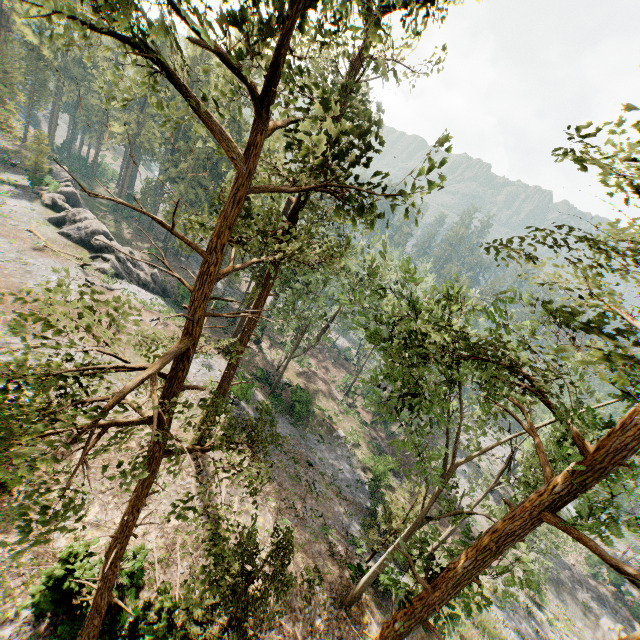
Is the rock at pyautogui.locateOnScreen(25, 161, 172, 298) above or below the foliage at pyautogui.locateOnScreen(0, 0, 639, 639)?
below

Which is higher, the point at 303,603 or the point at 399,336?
the point at 399,336

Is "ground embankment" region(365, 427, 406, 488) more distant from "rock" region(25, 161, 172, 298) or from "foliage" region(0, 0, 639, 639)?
"rock" region(25, 161, 172, 298)

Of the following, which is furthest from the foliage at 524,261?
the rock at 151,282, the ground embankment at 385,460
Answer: the ground embankment at 385,460

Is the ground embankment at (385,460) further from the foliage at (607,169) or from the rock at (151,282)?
the rock at (151,282)

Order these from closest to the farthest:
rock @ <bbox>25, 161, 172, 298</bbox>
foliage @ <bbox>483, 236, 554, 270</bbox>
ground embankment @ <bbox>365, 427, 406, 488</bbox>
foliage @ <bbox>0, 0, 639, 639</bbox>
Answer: foliage @ <bbox>0, 0, 639, 639</bbox> → foliage @ <bbox>483, 236, 554, 270</bbox> → ground embankment @ <bbox>365, 427, 406, 488</bbox> → rock @ <bbox>25, 161, 172, 298</bbox>

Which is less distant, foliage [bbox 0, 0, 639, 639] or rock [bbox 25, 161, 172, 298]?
foliage [bbox 0, 0, 639, 639]

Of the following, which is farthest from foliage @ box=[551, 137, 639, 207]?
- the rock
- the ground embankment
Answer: the ground embankment
